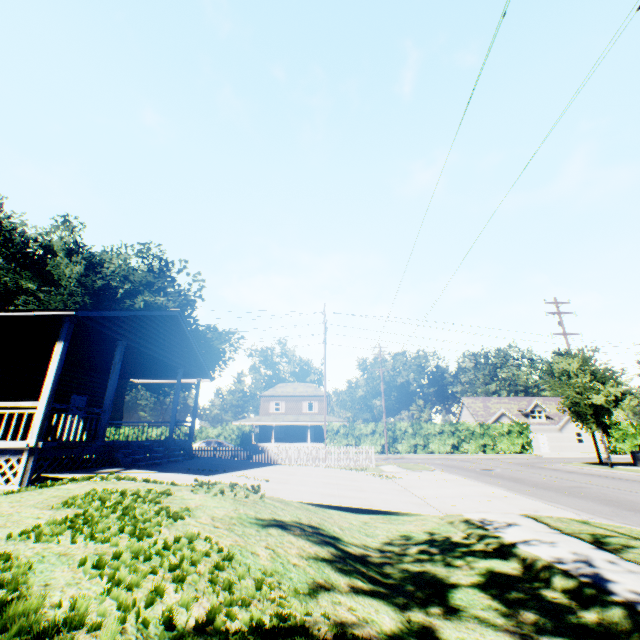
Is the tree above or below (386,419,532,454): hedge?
above

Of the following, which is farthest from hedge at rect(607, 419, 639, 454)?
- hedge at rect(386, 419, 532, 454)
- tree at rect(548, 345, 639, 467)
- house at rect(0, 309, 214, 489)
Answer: house at rect(0, 309, 214, 489)

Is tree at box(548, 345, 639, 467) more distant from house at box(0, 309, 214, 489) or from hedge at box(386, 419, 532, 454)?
house at box(0, 309, 214, 489)

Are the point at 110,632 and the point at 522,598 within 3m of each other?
no

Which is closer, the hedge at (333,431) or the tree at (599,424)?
the tree at (599,424)

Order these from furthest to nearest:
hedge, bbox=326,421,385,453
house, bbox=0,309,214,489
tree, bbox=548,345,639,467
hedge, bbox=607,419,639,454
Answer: hedge, bbox=326,421,385,453, hedge, bbox=607,419,639,454, tree, bbox=548,345,639,467, house, bbox=0,309,214,489

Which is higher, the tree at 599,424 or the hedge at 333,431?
the tree at 599,424
